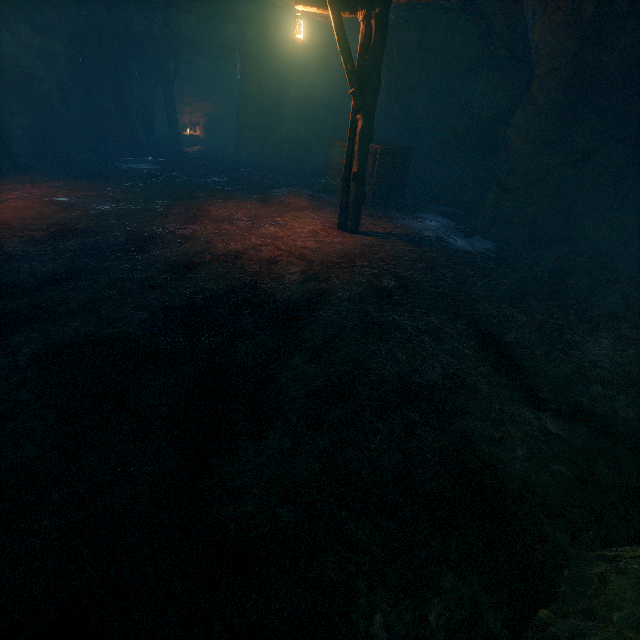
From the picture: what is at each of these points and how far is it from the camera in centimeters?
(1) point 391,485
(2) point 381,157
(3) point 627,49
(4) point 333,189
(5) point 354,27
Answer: (1) burlap sack, 249cm
(2) wooden box, 992cm
(3) z, 616cm
(4) wooden box, 1130cm
(5) burlap sack, 1106cm

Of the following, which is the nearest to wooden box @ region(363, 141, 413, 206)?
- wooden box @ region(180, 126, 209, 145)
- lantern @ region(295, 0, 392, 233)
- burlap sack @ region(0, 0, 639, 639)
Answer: burlap sack @ region(0, 0, 639, 639)

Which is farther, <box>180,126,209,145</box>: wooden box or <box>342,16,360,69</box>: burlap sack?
<box>180,126,209,145</box>: wooden box

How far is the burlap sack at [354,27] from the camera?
10.3 meters

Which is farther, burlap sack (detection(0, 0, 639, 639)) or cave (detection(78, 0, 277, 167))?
cave (detection(78, 0, 277, 167))

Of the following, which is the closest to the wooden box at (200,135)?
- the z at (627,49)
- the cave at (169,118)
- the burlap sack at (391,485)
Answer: the cave at (169,118)

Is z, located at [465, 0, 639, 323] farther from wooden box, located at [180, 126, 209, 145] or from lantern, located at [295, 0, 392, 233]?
wooden box, located at [180, 126, 209, 145]

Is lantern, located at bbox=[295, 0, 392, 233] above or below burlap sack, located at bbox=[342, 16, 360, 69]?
below
